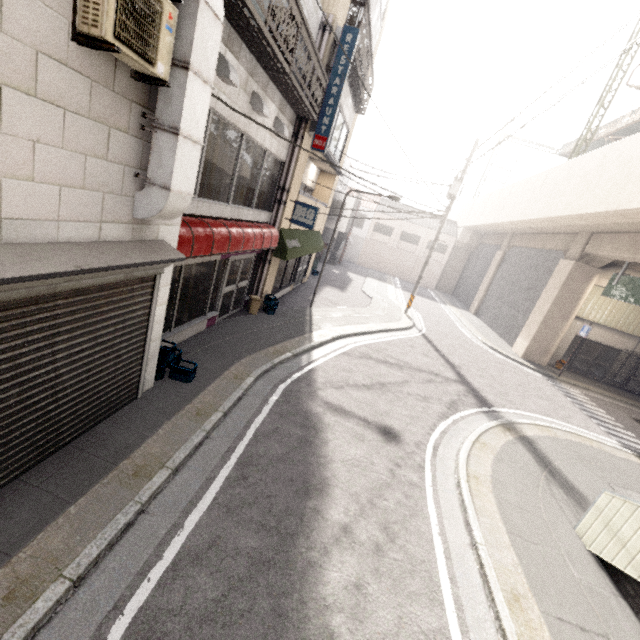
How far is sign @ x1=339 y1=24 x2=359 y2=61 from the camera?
9.00m

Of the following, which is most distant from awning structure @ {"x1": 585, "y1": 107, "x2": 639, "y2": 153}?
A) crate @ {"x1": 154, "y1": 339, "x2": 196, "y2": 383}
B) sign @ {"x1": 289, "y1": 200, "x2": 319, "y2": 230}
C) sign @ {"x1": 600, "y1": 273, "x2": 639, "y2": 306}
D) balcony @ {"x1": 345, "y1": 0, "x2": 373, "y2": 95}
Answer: crate @ {"x1": 154, "y1": 339, "x2": 196, "y2": 383}

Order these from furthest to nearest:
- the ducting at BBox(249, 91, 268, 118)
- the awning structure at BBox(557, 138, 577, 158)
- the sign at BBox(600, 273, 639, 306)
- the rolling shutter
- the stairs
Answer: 1. the awning structure at BBox(557, 138, 577, 158)
2. the sign at BBox(600, 273, 639, 306)
3. the ducting at BBox(249, 91, 268, 118)
4. the stairs
5. the rolling shutter

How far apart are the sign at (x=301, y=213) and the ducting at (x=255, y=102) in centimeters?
332cm

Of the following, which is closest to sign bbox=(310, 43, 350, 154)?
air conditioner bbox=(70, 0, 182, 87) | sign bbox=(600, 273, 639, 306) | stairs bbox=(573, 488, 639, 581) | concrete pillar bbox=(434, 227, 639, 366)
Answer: air conditioner bbox=(70, 0, 182, 87)

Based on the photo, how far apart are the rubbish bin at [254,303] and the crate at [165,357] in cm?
450

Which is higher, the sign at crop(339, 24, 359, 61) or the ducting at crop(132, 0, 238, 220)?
the sign at crop(339, 24, 359, 61)

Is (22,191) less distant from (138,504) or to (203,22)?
(203,22)
